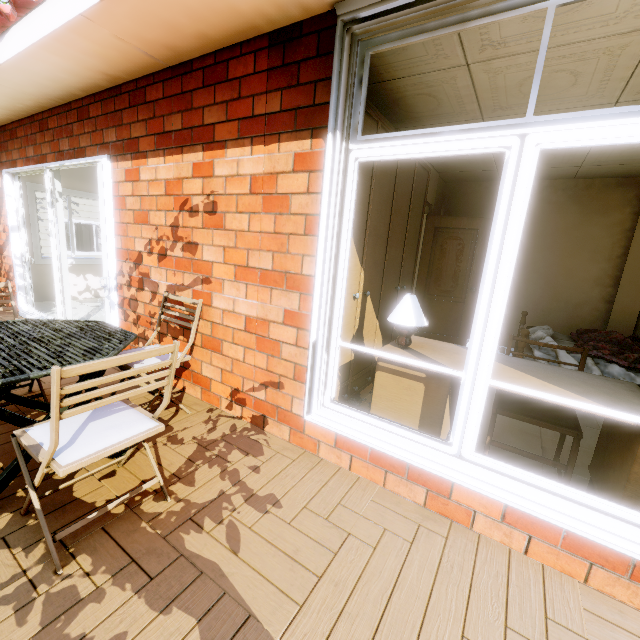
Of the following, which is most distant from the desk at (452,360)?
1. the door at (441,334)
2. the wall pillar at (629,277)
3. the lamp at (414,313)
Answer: the wall pillar at (629,277)

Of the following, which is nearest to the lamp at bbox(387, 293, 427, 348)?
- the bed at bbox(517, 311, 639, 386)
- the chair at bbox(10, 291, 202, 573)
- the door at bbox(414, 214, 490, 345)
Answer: the chair at bbox(10, 291, 202, 573)

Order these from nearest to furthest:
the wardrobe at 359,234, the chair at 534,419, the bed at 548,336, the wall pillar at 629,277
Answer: the chair at 534,419 < the wardrobe at 359,234 < the bed at 548,336 < the wall pillar at 629,277

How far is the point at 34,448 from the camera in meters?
1.4 m

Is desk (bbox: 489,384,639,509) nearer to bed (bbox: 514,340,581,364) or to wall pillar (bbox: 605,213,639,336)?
bed (bbox: 514,340,581,364)

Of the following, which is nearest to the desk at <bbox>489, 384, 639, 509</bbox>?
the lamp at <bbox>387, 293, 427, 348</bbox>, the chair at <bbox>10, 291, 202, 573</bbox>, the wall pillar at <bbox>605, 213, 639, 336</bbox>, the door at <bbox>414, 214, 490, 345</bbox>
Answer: the lamp at <bbox>387, 293, 427, 348</bbox>

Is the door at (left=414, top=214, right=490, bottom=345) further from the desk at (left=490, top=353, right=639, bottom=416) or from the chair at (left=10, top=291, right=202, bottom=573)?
the chair at (left=10, top=291, right=202, bottom=573)

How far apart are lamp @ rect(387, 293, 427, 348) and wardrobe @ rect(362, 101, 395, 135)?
0.4 meters
